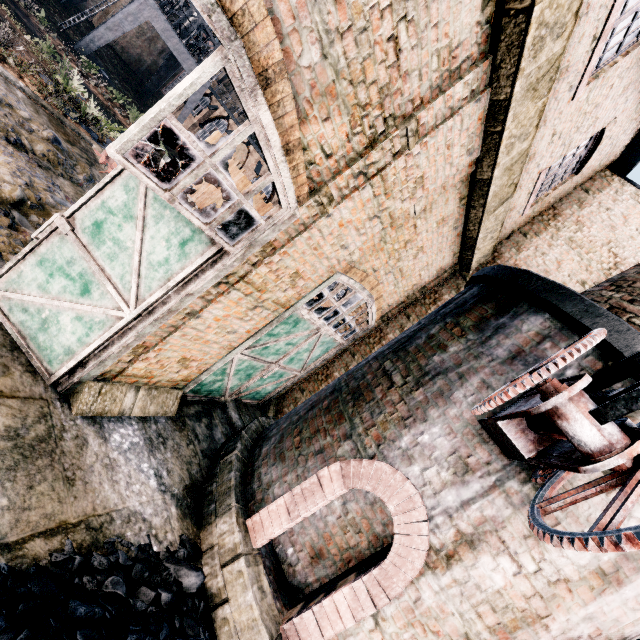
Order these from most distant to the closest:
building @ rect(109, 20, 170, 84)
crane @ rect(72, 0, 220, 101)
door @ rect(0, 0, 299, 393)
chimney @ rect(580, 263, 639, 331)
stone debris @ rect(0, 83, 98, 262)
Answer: building @ rect(109, 20, 170, 84)
crane @ rect(72, 0, 220, 101)
stone debris @ rect(0, 83, 98, 262)
chimney @ rect(580, 263, 639, 331)
door @ rect(0, 0, 299, 393)

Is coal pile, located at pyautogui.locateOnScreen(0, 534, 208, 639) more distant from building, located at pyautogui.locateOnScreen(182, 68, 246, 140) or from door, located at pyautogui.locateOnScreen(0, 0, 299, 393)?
building, located at pyautogui.locateOnScreen(182, 68, 246, 140)

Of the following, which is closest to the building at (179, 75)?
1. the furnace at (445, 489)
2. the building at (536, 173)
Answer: the building at (536, 173)

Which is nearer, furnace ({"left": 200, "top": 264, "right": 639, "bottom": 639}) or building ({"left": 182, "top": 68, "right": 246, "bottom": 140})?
furnace ({"left": 200, "top": 264, "right": 639, "bottom": 639})

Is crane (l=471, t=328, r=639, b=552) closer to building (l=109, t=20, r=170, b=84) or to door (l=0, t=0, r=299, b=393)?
door (l=0, t=0, r=299, b=393)

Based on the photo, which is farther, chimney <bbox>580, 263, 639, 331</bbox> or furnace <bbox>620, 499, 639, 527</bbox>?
chimney <bbox>580, 263, 639, 331</bbox>

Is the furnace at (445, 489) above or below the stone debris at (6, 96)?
Answer: above

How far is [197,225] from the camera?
4.0 meters
